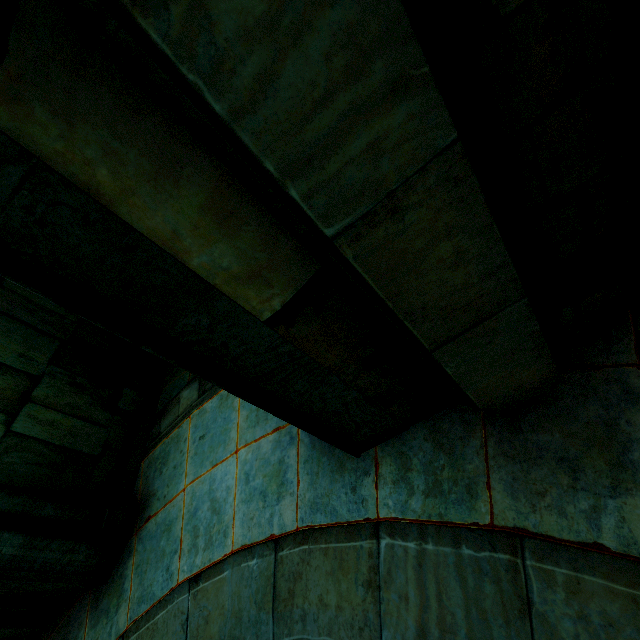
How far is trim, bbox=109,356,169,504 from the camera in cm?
444

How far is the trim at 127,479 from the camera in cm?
444

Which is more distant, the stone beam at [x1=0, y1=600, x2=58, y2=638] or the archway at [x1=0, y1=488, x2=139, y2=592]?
the stone beam at [x1=0, y1=600, x2=58, y2=638]

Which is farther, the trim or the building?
the trim

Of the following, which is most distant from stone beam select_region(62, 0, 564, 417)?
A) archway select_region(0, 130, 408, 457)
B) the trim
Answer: the trim

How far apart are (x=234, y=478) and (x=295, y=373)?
2.14m

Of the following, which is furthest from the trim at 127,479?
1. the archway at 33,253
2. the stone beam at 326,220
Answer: the stone beam at 326,220
